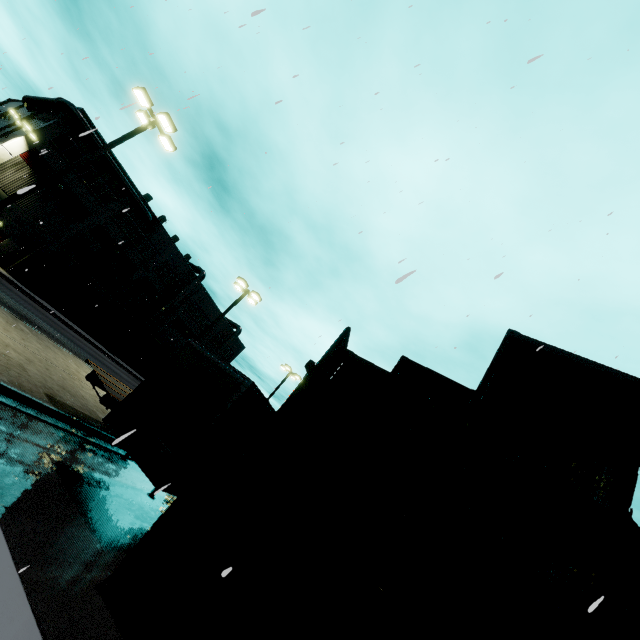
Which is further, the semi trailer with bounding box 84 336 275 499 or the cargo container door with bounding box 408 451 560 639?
the semi trailer with bounding box 84 336 275 499

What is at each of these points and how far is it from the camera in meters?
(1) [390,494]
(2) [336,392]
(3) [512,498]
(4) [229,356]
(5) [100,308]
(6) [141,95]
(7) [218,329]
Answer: (1) cargo container door, 4.7 m
(2) cargo container, 6.7 m
(3) cargo container door, 4.6 m
(4) building, 59.4 m
(5) building, 38.2 m
(6) light, 12.8 m
(7) building, 54.2 m

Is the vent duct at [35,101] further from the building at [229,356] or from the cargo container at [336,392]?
the cargo container at [336,392]

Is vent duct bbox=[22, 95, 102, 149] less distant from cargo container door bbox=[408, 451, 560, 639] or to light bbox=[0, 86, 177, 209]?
light bbox=[0, 86, 177, 209]

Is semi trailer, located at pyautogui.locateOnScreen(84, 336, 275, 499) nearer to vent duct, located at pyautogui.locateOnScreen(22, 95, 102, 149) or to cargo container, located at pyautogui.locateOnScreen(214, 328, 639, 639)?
cargo container, located at pyautogui.locateOnScreen(214, 328, 639, 639)

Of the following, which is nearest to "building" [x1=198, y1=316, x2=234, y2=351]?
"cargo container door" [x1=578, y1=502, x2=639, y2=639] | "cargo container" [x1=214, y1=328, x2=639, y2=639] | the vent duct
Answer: the vent duct

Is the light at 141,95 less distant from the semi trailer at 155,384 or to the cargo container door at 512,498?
the semi trailer at 155,384

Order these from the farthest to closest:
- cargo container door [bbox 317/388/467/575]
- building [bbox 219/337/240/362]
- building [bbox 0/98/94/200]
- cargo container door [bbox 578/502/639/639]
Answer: building [bbox 219/337/240/362] → building [bbox 0/98/94/200] → cargo container door [bbox 317/388/467/575] → cargo container door [bbox 578/502/639/639]
